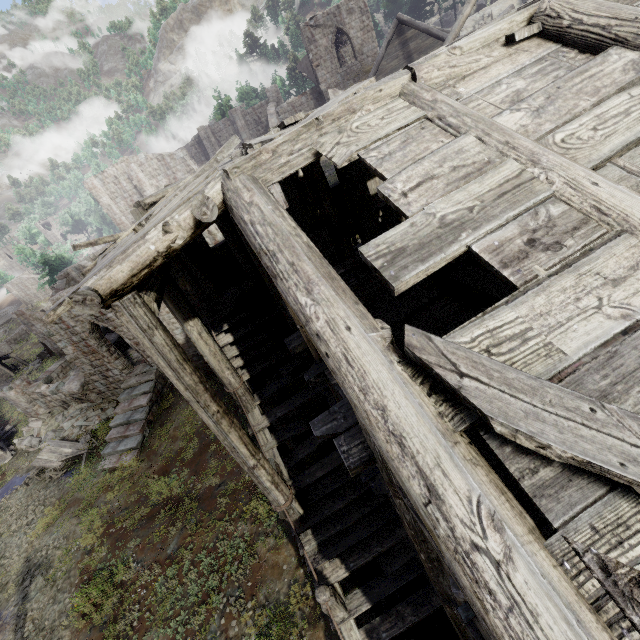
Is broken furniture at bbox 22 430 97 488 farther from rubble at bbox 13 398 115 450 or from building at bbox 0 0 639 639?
building at bbox 0 0 639 639

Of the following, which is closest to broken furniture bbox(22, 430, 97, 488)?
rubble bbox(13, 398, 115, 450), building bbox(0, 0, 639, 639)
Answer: rubble bbox(13, 398, 115, 450)

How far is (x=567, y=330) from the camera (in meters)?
2.32

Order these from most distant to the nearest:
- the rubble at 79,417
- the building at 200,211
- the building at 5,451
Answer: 1. the building at 5,451
2. the rubble at 79,417
3. the building at 200,211

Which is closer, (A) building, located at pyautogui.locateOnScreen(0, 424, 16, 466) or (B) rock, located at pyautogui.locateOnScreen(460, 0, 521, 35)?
(A) building, located at pyautogui.locateOnScreen(0, 424, 16, 466)

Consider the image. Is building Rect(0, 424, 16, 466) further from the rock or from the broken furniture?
the rock

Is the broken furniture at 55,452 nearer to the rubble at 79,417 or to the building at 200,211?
the rubble at 79,417

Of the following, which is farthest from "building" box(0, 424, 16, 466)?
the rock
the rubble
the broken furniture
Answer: the rock
